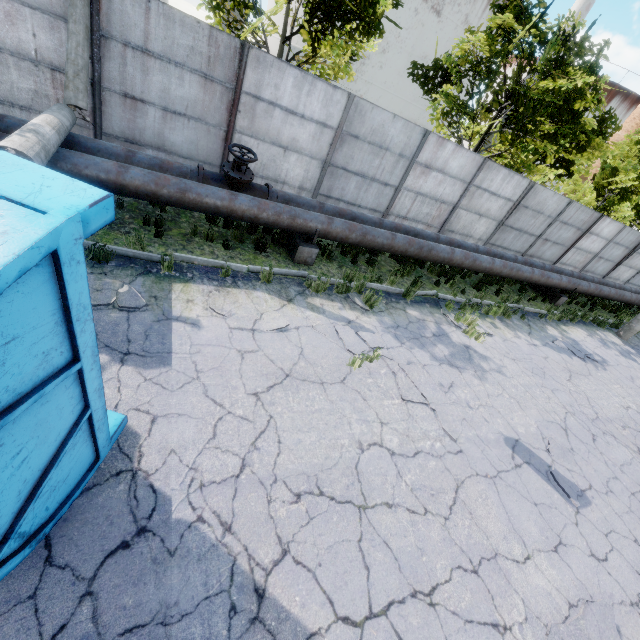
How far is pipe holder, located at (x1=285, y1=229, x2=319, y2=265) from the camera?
8.0m

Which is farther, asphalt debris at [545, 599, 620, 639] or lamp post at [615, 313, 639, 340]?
lamp post at [615, 313, 639, 340]

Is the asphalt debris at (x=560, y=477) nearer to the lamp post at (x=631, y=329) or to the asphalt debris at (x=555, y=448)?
the asphalt debris at (x=555, y=448)

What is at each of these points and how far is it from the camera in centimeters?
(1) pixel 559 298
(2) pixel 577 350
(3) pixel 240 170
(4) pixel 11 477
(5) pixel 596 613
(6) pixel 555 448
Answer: (1) pipe holder, 1382cm
(2) asphalt debris, 1088cm
(3) pipe valve, 731cm
(4) truck dump back, 201cm
(5) asphalt debris, 391cm
(6) asphalt debris, 631cm

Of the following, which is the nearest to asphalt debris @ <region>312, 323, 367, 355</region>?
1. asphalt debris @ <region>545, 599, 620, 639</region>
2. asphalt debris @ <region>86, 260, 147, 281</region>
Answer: asphalt debris @ <region>545, 599, 620, 639</region>

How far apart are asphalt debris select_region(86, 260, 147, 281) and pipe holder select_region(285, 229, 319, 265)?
3.5 meters

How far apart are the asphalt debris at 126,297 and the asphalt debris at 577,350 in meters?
12.0

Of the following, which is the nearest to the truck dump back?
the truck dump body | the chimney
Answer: the truck dump body
